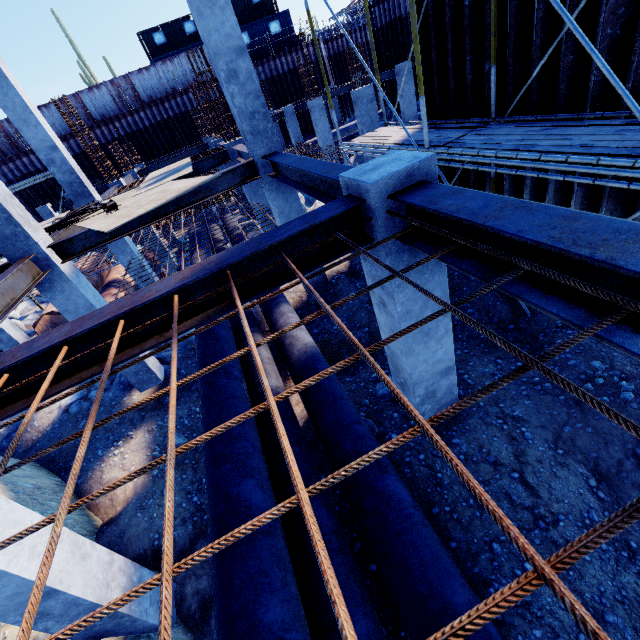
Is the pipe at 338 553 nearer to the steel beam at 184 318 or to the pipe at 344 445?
the pipe at 344 445

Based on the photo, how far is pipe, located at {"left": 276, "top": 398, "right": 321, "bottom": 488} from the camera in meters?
3.9 m

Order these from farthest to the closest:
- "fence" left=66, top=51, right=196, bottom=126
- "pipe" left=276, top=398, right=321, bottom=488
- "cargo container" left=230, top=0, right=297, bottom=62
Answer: "cargo container" left=230, top=0, right=297, bottom=62, "fence" left=66, top=51, right=196, bottom=126, "pipe" left=276, top=398, right=321, bottom=488

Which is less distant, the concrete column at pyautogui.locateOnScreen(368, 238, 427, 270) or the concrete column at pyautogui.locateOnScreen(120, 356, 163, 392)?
the concrete column at pyautogui.locateOnScreen(368, 238, 427, 270)

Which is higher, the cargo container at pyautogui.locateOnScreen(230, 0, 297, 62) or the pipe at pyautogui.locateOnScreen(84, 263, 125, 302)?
the cargo container at pyautogui.locateOnScreen(230, 0, 297, 62)

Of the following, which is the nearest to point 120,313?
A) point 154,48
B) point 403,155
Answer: point 403,155

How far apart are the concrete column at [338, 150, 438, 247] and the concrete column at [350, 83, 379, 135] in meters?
10.3

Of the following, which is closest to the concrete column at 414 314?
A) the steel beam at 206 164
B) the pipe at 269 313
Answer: the pipe at 269 313
